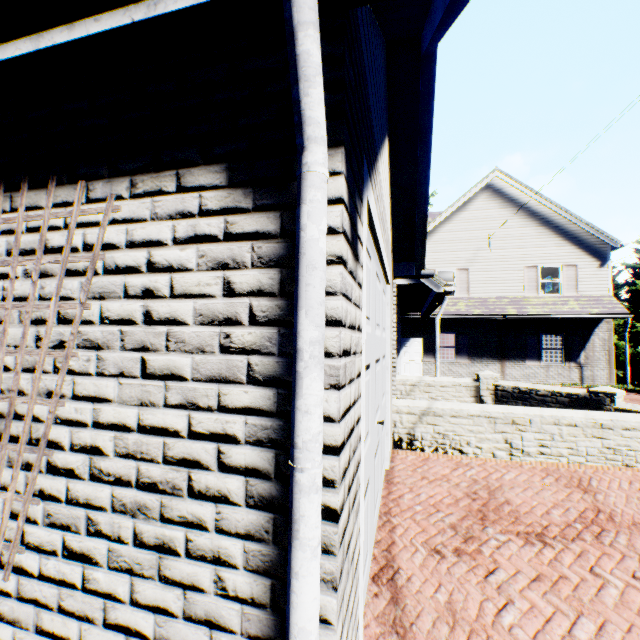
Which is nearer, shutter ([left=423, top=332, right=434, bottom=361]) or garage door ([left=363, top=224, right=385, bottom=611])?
garage door ([left=363, top=224, right=385, bottom=611])

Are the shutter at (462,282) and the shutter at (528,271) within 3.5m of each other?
yes

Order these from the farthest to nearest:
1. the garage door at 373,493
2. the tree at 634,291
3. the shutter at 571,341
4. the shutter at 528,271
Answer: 1. the tree at 634,291
2. the shutter at 528,271
3. the shutter at 571,341
4. the garage door at 373,493

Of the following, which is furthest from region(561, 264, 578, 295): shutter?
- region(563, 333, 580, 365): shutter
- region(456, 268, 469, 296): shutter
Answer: region(456, 268, 469, 296): shutter

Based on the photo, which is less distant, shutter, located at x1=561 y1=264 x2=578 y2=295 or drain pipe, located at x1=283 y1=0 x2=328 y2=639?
drain pipe, located at x1=283 y1=0 x2=328 y2=639

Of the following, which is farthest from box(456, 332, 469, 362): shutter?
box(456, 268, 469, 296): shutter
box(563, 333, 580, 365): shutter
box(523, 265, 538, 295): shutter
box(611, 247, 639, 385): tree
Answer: box(611, 247, 639, 385): tree

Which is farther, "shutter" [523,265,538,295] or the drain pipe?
"shutter" [523,265,538,295]

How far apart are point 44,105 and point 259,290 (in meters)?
1.61
